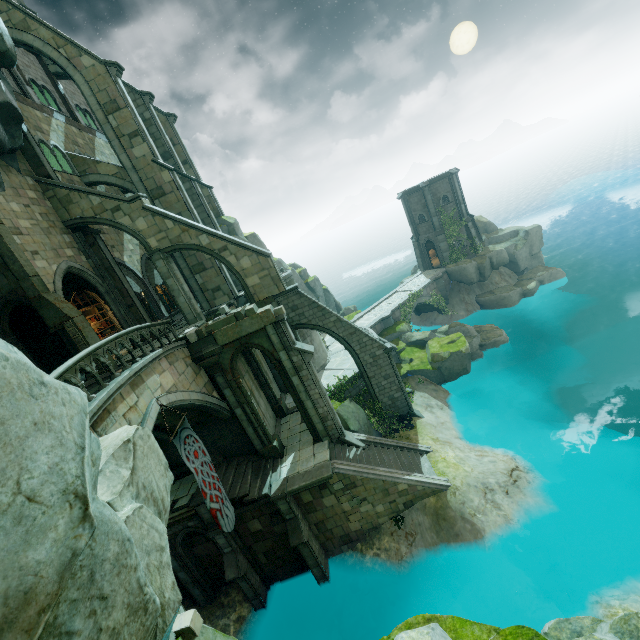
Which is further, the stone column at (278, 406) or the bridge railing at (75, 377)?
the stone column at (278, 406)

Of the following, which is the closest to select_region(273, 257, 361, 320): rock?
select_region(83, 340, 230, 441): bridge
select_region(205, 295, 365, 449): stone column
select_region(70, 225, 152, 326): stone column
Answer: select_region(70, 225, 152, 326): stone column

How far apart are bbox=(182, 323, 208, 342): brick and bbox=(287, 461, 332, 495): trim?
7.8m

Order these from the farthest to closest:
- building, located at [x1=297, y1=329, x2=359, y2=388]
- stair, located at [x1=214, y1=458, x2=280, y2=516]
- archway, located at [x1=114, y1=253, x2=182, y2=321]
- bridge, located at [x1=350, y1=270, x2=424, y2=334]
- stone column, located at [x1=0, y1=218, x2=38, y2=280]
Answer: bridge, located at [x1=350, y1=270, x2=424, y2=334] → building, located at [x1=297, y1=329, x2=359, y2=388] → archway, located at [x1=114, y1=253, x2=182, y2=321] → stair, located at [x1=214, y1=458, x2=280, y2=516] → stone column, located at [x1=0, y1=218, x2=38, y2=280]

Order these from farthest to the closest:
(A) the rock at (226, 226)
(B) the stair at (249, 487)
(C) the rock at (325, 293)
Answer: (C) the rock at (325, 293) → (A) the rock at (226, 226) → (B) the stair at (249, 487)

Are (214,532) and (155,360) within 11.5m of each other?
yes

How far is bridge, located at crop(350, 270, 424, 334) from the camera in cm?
3048

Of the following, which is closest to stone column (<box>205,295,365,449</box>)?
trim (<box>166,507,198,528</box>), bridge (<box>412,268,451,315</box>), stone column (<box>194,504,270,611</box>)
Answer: stone column (<box>194,504,270,611</box>)
